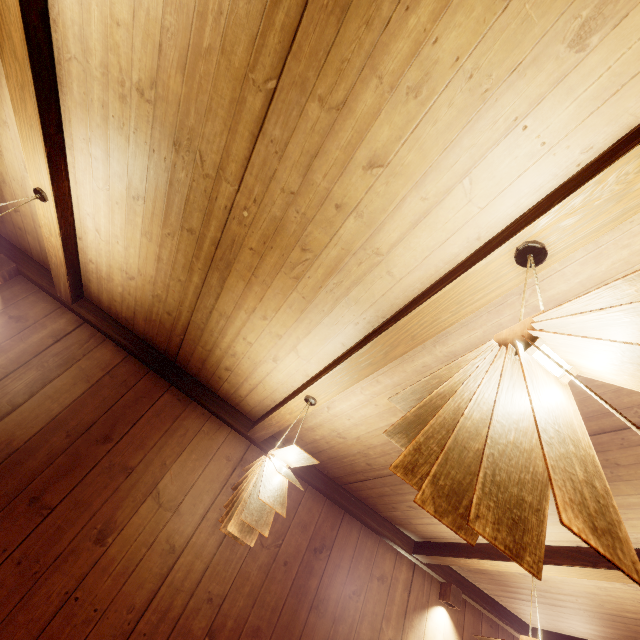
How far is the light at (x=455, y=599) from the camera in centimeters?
541cm

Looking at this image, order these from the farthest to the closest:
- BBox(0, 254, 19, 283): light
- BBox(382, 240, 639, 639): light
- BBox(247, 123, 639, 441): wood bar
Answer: BBox(0, 254, 19, 283): light, BBox(247, 123, 639, 441): wood bar, BBox(382, 240, 639, 639): light

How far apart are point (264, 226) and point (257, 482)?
2.23m

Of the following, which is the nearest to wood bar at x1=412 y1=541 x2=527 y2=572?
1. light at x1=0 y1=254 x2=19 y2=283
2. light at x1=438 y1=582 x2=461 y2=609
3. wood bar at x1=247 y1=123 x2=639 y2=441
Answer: light at x1=438 y1=582 x2=461 y2=609

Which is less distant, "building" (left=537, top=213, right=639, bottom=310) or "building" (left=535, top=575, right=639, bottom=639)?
"building" (left=537, top=213, right=639, bottom=310)

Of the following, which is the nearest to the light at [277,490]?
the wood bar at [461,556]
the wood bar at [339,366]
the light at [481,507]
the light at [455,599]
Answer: the wood bar at [339,366]

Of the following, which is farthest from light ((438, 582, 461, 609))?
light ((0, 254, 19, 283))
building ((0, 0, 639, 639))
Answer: light ((0, 254, 19, 283))

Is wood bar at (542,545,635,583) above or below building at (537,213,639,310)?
below
